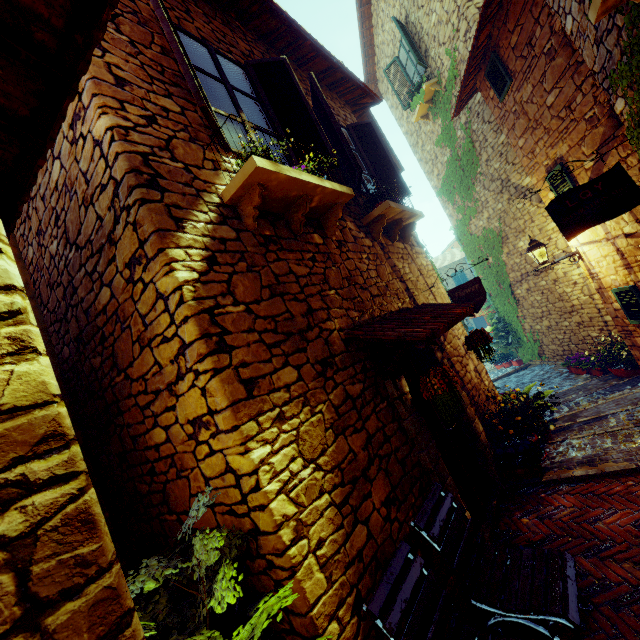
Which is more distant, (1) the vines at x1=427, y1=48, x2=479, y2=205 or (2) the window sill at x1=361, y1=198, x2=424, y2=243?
(1) the vines at x1=427, y1=48, x2=479, y2=205

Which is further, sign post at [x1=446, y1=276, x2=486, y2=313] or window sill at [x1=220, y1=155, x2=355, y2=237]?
sign post at [x1=446, y1=276, x2=486, y2=313]

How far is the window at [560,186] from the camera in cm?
571

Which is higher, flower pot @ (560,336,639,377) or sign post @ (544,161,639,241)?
sign post @ (544,161,639,241)

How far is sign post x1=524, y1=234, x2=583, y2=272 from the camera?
6.50m

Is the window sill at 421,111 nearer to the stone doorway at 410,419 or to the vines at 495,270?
the vines at 495,270

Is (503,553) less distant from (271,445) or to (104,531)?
(271,445)

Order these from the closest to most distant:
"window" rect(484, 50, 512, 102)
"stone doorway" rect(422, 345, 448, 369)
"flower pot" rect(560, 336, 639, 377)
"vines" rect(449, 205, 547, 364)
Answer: "stone doorway" rect(422, 345, 448, 369), "window" rect(484, 50, 512, 102), "flower pot" rect(560, 336, 639, 377), "vines" rect(449, 205, 547, 364)
